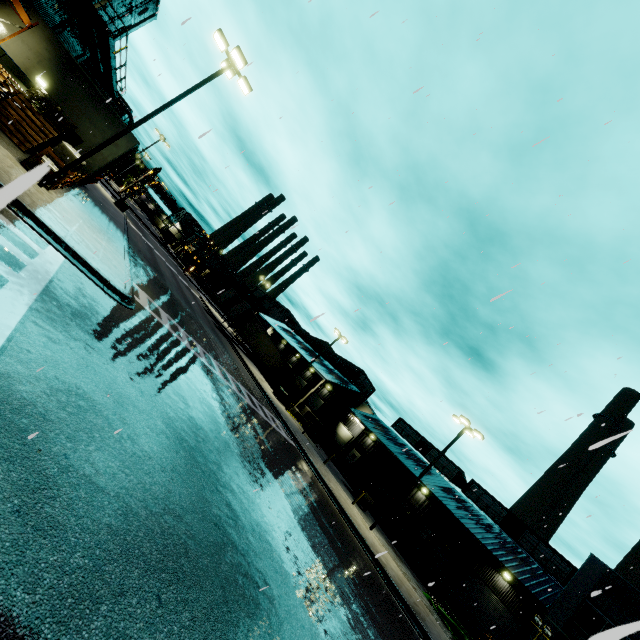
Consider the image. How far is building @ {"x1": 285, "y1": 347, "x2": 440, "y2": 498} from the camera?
36.69m

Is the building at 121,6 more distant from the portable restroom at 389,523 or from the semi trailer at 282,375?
the portable restroom at 389,523

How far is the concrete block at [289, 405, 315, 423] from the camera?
35.7 meters

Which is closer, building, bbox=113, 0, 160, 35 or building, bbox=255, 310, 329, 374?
building, bbox=113, 0, 160, 35

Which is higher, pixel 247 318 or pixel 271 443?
pixel 247 318

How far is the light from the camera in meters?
13.0

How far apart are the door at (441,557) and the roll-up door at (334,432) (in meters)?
15.04
